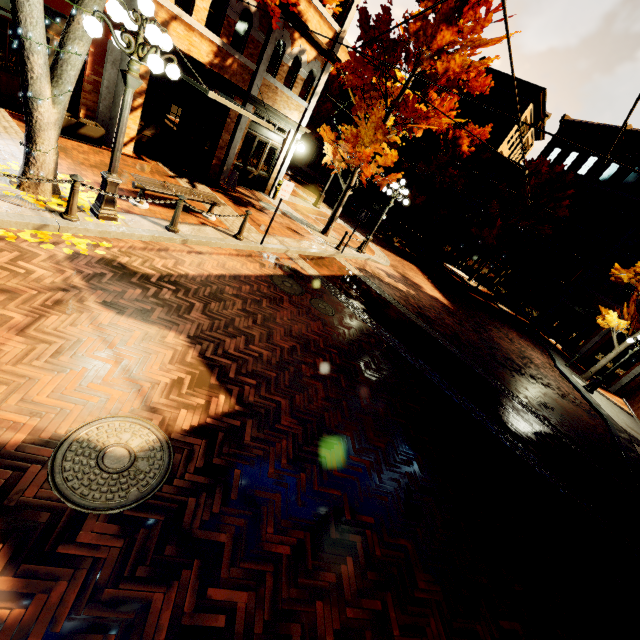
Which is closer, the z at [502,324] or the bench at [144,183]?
the bench at [144,183]

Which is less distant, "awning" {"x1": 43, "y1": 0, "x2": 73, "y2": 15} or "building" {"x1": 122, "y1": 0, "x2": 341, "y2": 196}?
"awning" {"x1": 43, "y1": 0, "x2": 73, "y2": 15}

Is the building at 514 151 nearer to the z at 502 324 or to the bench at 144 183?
the z at 502 324

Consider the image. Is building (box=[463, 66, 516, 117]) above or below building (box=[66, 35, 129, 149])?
above

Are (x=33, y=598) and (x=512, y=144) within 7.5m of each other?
no

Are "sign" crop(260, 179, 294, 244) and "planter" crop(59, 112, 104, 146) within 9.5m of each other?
yes

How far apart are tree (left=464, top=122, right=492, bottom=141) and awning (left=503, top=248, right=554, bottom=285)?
8.9 meters

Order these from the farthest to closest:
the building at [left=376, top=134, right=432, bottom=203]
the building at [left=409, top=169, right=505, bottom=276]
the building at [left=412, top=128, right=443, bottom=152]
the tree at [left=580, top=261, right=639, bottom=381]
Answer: the building at [left=376, top=134, right=432, bottom=203] → the building at [left=412, top=128, right=443, bottom=152] → the building at [left=409, top=169, right=505, bottom=276] → the tree at [left=580, top=261, right=639, bottom=381]
